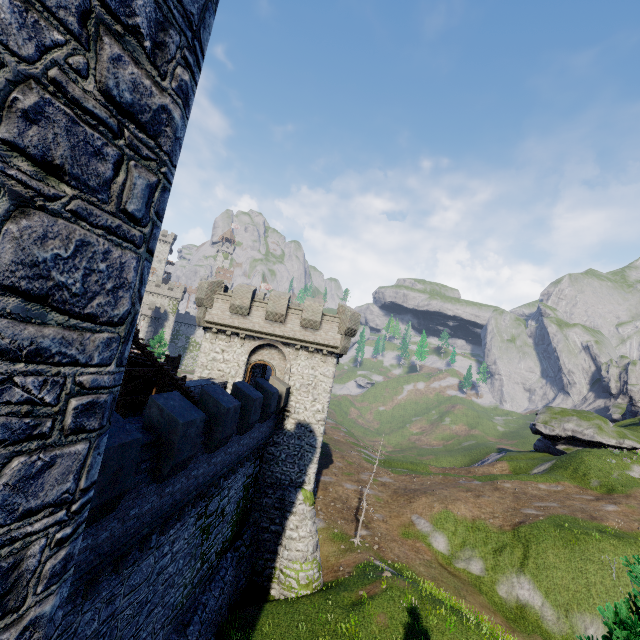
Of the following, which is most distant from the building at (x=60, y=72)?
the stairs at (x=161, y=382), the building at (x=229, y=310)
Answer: the building at (x=229, y=310)

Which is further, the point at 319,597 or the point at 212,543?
the point at 319,597

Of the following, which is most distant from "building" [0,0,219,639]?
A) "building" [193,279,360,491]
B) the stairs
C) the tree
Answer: "building" [193,279,360,491]

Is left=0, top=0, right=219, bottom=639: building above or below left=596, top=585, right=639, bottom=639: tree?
above

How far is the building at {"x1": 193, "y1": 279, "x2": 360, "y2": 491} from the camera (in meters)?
22.34

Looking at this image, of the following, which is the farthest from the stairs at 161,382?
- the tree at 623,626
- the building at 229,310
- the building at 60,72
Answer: the tree at 623,626

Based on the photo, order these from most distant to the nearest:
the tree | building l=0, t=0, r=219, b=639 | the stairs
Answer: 1. the stairs
2. the tree
3. building l=0, t=0, r=219, b=639

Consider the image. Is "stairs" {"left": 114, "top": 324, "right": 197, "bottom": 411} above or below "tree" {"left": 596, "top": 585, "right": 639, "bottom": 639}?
above
